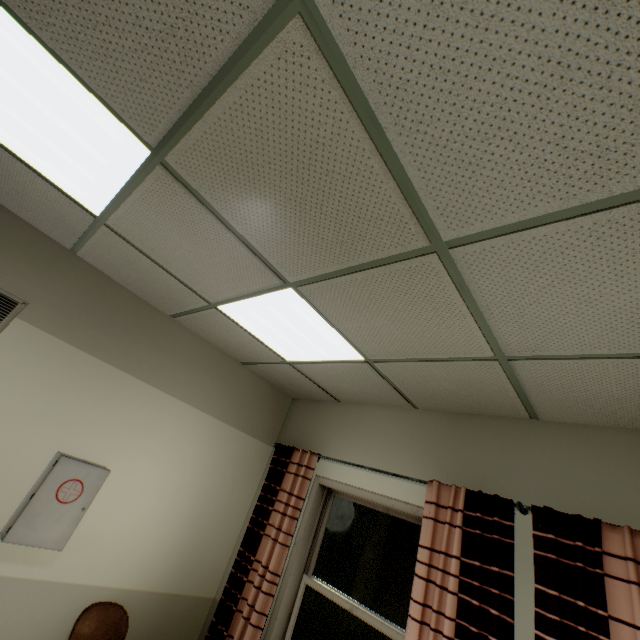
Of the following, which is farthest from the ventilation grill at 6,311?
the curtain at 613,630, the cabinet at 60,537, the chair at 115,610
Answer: the curtain at 613,630

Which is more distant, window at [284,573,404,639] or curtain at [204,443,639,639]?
window at [284,573,404,639]

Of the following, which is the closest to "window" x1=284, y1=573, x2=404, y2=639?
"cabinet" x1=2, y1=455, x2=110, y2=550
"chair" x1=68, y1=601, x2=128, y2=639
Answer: "chair" x1=68, y1=601, x2=128, y2=639

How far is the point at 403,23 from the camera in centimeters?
86cm

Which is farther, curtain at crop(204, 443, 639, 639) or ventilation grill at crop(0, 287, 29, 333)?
ventilation grill at crop(0, 287, 29, 333)

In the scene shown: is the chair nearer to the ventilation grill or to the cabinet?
the cabinet

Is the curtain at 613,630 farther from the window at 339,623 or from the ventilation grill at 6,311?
the ventilation grill at 6,311

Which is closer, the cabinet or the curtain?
the curtain
